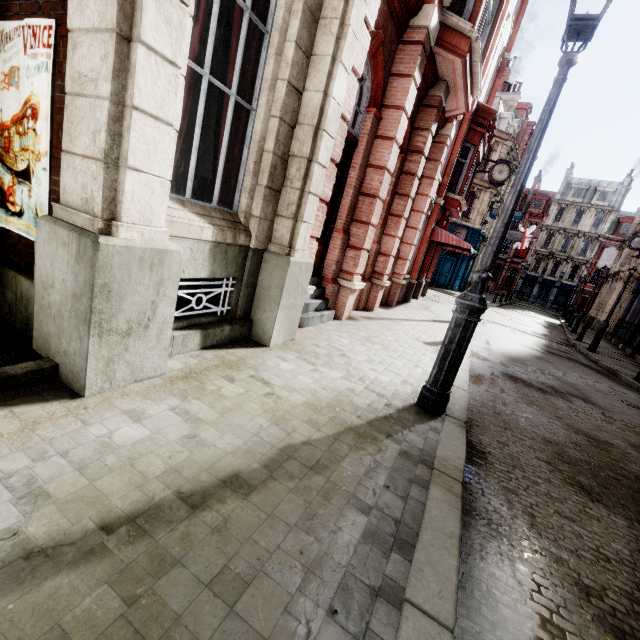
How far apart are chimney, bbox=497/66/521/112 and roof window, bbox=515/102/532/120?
1.2m

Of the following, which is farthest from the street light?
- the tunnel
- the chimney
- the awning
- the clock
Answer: the chimney

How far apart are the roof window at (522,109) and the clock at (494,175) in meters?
24.9

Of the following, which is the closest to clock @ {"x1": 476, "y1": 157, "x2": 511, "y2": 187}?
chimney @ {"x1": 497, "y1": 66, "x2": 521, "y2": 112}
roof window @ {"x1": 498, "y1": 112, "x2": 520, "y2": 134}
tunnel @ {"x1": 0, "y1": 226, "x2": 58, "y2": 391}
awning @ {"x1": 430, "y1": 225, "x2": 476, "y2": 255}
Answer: awning @ {"x1": 430, "y1": 225, "x2": 476, "y2": 255}

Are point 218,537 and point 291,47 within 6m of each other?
yes

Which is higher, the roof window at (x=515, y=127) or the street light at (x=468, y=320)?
the roof window at (x=515, y=127)

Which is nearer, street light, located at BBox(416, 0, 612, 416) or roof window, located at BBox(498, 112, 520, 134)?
street light, located at BBox(416, 0, 612, 416)

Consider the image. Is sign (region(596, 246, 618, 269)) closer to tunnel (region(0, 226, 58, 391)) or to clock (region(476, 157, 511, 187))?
clock (region(476, 157, 511, 187))
